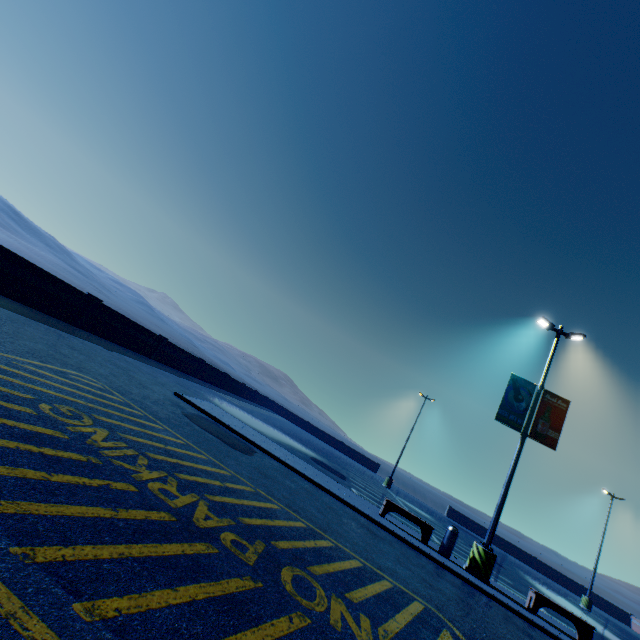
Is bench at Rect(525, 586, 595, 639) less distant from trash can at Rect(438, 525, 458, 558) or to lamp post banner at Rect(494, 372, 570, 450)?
trash can at Rect(438, 525, 458, 558)

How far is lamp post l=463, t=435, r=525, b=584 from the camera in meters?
10.4

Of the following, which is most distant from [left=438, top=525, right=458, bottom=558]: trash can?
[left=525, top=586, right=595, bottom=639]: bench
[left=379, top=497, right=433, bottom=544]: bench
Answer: [left=525, top=586, right=595, bottom=639]: bench

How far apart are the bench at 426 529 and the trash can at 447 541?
0.4m

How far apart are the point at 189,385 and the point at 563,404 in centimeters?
1754cm

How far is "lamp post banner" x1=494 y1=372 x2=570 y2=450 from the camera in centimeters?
1203cm

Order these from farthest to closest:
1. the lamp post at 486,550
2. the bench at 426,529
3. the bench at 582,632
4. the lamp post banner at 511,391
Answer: the lamp post banner at 511,391 < the bench at 426,529 < the lamp post at 486,550 < the bench at 582,632

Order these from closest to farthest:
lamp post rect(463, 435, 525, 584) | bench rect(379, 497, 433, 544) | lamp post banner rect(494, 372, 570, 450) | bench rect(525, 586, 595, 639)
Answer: bench rect(525, 586, 595, 639) → lamp post rect(463, 435, 525, 584) → bench rect(379, 497, 433, 544) → lamp post banner rect(494, 372, 570, 450)
